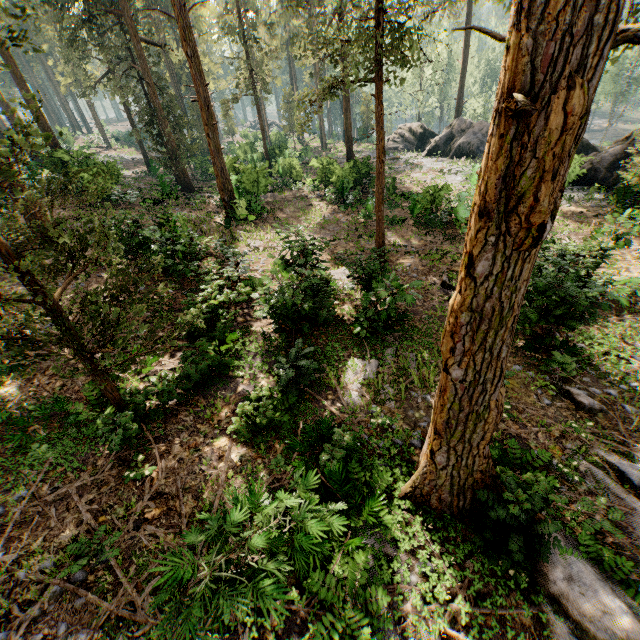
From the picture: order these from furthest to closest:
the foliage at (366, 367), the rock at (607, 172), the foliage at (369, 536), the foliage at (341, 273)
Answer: the rock at (607, 172) < the foliage at (341, 273) < the foliage at (366, 367) < the foliage at (369, 536)

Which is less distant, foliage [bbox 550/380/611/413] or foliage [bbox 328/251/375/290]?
foliage [bbox 550/380/611/413]

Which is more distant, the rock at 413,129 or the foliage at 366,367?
the rock at 413,129

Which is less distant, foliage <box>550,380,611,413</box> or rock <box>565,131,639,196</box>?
foliage <box>550,380,611,413</box>

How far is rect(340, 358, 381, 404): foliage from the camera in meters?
9.5

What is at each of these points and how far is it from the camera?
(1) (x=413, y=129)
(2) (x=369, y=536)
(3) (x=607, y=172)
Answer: (1) rock, 38.8 meters
(2) foliage, 6.4 meters
(3) rock, 22.5 meters

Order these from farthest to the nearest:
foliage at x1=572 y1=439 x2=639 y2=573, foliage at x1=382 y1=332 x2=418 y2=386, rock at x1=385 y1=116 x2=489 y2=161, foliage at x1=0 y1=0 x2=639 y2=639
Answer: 1. rock at x1=385 y1=116 x2=489 y2=161
2. foliage at x1=382 y1=332 x2=418 y2=386
3. foliage at x1=572 y1=439 x2=639 y2=573
4. foliage at x1=0 y1=0 x2=639 y2=639
